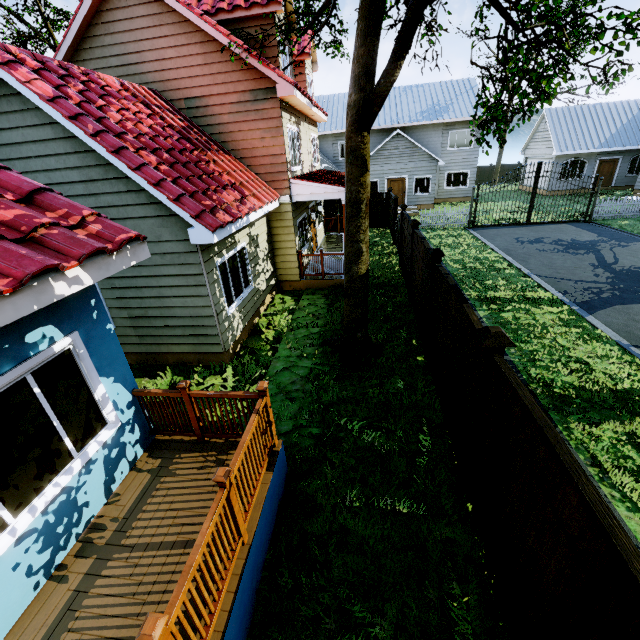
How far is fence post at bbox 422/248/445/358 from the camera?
6.4m

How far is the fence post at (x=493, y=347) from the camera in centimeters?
343cm

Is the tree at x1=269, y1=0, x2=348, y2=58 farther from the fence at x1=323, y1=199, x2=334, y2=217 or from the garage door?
the garage door

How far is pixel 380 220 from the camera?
20.70m

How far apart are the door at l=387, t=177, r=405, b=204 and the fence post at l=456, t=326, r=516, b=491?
24.64m

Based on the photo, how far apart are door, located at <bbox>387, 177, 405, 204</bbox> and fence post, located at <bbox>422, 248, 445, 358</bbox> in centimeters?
2125cm

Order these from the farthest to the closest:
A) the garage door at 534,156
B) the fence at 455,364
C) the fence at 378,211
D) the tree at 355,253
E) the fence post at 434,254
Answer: the garage door at 534,156 < the fence at 378,211 < the fence post at 434,254 < the tree at 355,253 < the fence at 455,364

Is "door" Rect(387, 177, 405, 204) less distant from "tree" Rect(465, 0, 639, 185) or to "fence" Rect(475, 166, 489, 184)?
"tree" Rect(465, 0, 639, 185)
